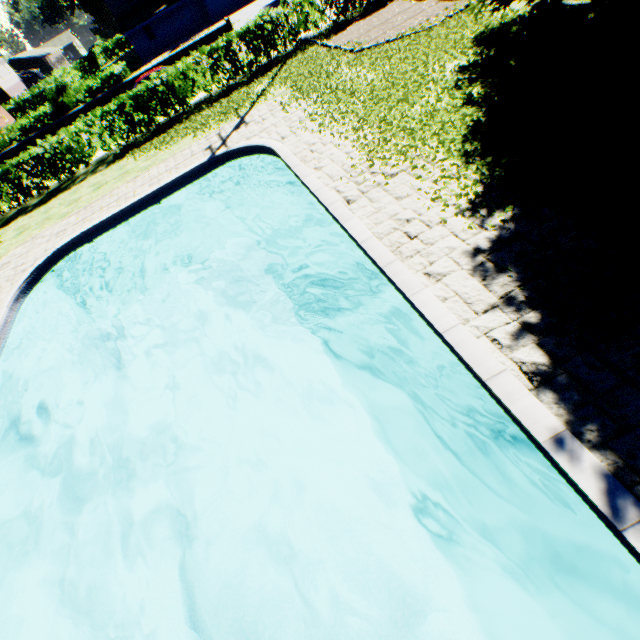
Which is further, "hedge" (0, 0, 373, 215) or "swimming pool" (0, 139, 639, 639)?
"hedge" (0, 0, 373, 215)

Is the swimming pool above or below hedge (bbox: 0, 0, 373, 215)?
below

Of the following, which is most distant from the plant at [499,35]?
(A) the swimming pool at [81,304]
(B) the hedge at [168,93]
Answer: (A) the swimming pool at [81,304]

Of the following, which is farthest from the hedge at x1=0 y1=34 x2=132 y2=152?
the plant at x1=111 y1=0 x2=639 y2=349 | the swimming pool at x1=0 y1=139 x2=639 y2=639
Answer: the swimming pool at x1=0 y1=139 x2=639 y2=639

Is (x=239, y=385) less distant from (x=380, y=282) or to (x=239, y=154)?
(x=380, y=282)

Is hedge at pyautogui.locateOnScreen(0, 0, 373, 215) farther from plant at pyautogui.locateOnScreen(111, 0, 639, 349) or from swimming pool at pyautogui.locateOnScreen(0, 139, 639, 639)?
swimming pool at pyautogui.locateOnScreen(0, 139, 639, 639)

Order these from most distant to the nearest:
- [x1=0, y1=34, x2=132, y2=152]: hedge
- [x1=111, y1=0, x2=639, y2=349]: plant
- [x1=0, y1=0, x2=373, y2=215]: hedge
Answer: [x1=0, y1=34, x2=132, y2=152]: hedge
[x1=0, y1=0, x2=373, y2=215]: hedge
[x1=111, y1=0, x2=639, y2=349]: plant

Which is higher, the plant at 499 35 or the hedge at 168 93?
the hedge at 168 93
